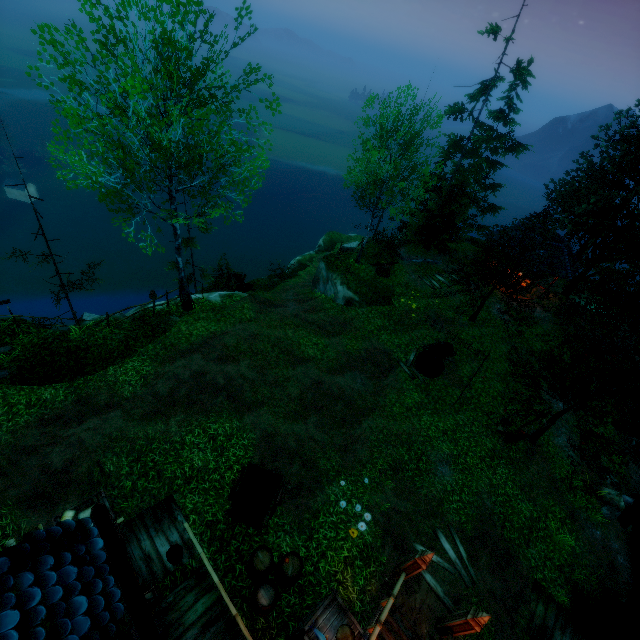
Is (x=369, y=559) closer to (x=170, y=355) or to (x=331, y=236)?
(x=170, y=355)

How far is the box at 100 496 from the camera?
8.40m

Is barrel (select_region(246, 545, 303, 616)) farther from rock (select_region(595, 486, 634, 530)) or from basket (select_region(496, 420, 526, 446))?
rock (select_region(595, 486, 634, 530))

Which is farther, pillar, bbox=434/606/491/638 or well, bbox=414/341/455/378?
well, bbox=414/341/455/378

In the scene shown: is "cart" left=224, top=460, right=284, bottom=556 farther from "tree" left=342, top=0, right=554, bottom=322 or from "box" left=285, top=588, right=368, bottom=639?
"tree" left=342, top=0, right=554, bottom=322

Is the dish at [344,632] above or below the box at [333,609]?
above

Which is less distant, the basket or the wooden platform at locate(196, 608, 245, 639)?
the wooden platform at locate(196, 608, 245, 639)

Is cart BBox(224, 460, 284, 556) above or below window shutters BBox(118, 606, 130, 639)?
below
